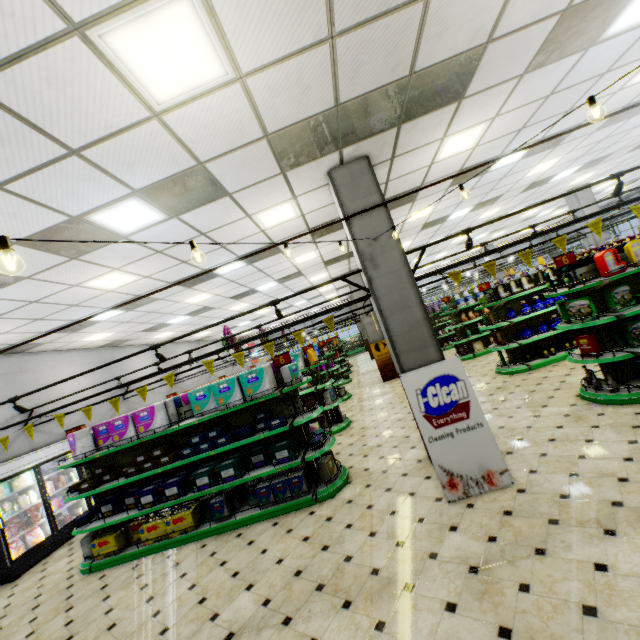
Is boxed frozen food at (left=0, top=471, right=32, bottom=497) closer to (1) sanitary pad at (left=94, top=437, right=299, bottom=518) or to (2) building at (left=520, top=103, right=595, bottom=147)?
(2) building at (left=520, top=103, right=595, bottom=147)

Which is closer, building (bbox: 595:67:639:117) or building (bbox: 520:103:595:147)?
building (bbox: 595:67:639:117)

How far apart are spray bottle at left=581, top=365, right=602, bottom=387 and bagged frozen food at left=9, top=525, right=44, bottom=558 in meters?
11.8

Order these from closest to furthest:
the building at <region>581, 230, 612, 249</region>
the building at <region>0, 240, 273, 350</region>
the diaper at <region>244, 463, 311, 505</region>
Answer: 1. the building at <region>0, 240, 273, 350</region>
2. the diaper at <region>244, 463, 311, 505</region>
3. the building at <region>581, 230, 612, 249</region>

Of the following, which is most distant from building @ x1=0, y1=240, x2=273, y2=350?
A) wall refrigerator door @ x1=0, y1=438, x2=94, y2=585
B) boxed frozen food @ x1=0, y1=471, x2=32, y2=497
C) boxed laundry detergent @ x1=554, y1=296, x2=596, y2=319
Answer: boxed laundry detergent @ x1=554, y1=296, x2=596, y2=319

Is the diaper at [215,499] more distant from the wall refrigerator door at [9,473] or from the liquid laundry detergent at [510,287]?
the liquid laundry detergent at [510,287]

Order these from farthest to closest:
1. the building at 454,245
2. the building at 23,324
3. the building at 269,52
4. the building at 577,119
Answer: the building at 454,245
the building at 577,119
the building at 23,324
the building at 269,52

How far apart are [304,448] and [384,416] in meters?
3.5
